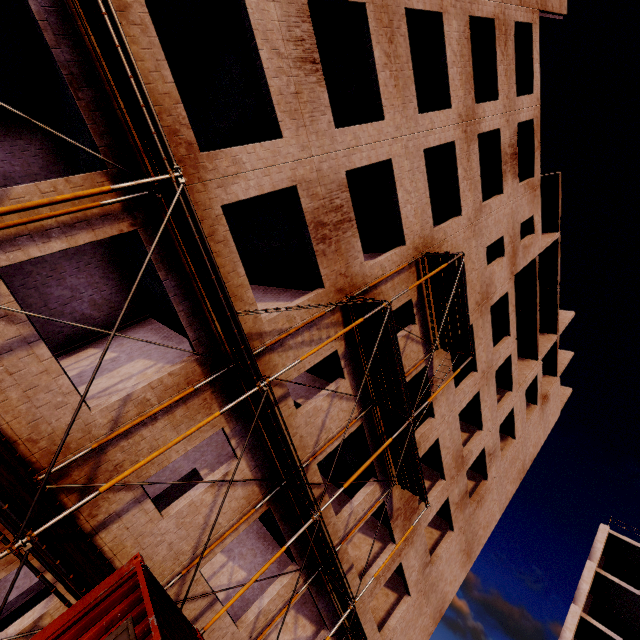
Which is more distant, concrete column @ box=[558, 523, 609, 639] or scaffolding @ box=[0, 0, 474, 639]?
concrete column @ box=[558, 523, 609, 639]

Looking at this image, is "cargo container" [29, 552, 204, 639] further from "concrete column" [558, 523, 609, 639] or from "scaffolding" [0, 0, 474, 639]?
"concrete column" [558, 523, 609, 639]

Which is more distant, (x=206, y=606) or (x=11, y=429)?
(x=206, y=606)

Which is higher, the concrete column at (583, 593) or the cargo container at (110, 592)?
the concrete column at (583, 593)

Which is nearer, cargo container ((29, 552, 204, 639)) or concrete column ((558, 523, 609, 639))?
cargo container ((29, 552, 204, 639))

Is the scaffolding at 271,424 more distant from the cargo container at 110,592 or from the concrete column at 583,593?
the concrete column at 583,593

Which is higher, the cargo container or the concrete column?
the concrete column

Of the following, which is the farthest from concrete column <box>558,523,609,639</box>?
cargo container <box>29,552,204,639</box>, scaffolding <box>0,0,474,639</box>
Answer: cargo container <box>29,552,204,639</box>
